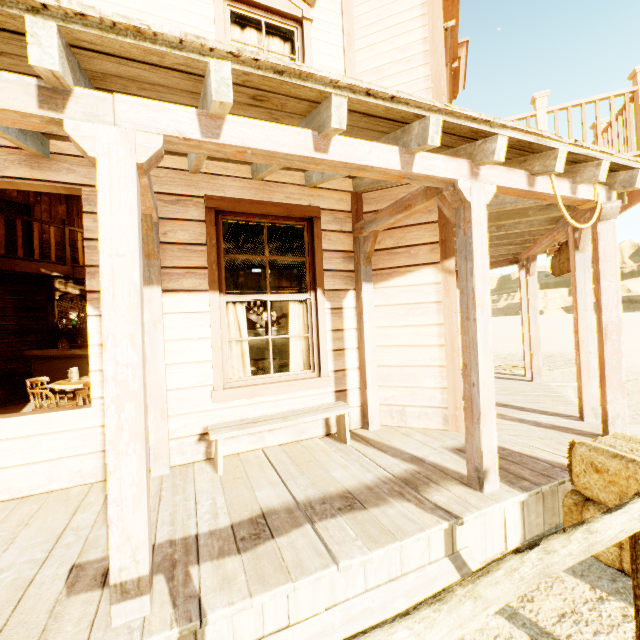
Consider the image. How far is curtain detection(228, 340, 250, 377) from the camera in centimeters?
397cm

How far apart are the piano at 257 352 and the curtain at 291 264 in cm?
839

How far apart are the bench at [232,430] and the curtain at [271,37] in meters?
3.4 m

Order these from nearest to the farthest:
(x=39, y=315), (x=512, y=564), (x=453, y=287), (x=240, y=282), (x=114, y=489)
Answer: (x=512, y=564), (x=114, y=489), (x=453, y=287), (x=39, y=315), (x=240, y=282)

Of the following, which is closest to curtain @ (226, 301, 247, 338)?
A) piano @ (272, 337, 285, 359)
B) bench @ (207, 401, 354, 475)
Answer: bench @ (207, 401, 354, 475)

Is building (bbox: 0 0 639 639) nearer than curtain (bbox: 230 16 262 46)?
Yes

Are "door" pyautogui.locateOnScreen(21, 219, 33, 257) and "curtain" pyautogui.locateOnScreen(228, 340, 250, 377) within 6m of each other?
no

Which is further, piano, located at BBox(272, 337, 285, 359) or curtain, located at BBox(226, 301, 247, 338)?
piano, located at BBox(272, 337, 285, 359)
